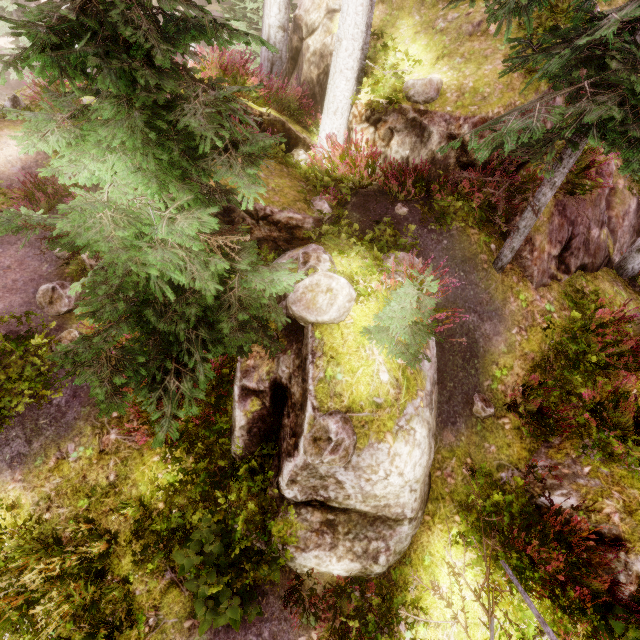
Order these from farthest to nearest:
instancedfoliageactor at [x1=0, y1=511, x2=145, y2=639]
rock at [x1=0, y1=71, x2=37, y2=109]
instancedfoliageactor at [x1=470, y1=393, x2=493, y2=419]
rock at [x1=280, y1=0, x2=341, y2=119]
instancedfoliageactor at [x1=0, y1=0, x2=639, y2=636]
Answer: rock at [x1=0, y1=71, x2=37, y2=109] < rock at [x1=280, y1=0, x2=341, y2=119] < instancedfoliageactor at [x1=470, y1=393, x2=493, y2=419] < instancedfoliageactor at [x1=0, y1=511, x2=145, y2=639] < instancedfoliageactor at [x1=0, y1=0, x2=639, y2=636]

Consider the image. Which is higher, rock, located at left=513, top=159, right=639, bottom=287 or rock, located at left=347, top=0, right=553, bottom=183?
rock, located at left=347, top=0, right=553, bottom=183

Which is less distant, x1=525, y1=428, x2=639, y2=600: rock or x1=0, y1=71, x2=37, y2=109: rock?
x1=525, y1=428, x2=639, y2=600: rock

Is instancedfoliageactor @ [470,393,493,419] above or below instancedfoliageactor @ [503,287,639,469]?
below

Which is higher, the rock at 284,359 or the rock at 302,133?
the rock at 302,133

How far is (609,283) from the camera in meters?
8.2

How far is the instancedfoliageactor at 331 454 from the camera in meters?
4.2 m

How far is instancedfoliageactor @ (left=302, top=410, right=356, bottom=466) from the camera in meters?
4.2 m
